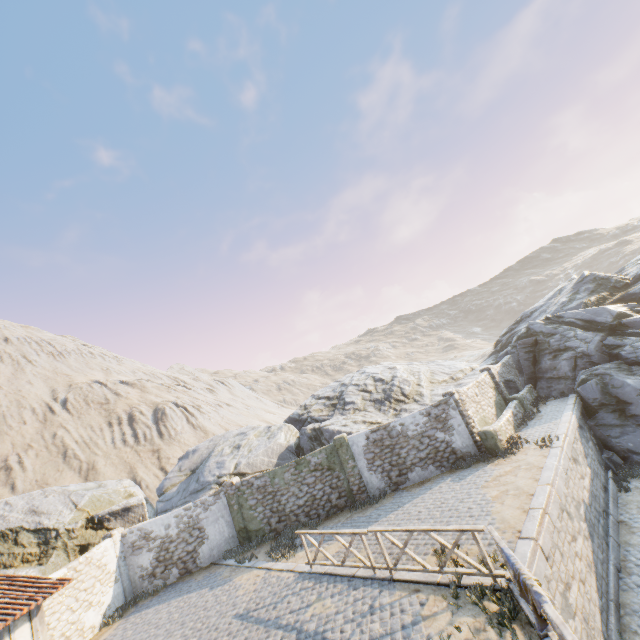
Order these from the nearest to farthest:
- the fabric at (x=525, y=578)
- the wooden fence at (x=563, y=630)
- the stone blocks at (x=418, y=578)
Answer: the wooden fence at (x=563, y=630) → the fabric at (x=525, y=578) → the stone blocks at (x=418, y=578)

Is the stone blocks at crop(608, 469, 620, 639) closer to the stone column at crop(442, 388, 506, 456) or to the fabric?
the fabric

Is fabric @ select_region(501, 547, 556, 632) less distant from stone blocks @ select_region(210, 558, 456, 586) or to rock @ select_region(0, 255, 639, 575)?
stone blocks @ select_region(210, 558, 456, 586)

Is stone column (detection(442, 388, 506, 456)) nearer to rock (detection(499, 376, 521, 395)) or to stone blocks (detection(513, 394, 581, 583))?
stone blocks (detection(513, 394, 581, 583))

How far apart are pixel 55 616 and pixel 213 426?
34.25m

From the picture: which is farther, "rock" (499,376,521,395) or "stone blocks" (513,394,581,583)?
"rock" (499,376,521,395)

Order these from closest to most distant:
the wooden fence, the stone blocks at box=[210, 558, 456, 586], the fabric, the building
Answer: the wooden fence < the fabric < the stone blocks at box=[210, 558, 456, 586] < the building

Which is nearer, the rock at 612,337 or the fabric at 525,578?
the fabric at 525,578
